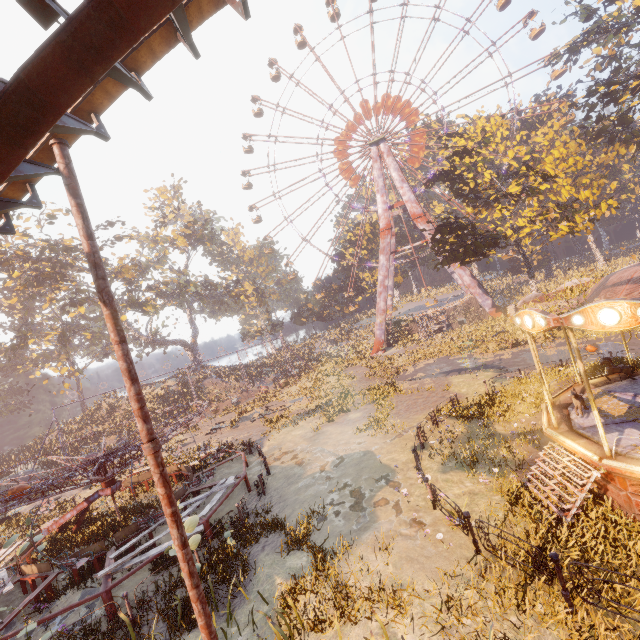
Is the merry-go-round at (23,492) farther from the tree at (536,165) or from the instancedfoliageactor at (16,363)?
the instancedfoliageactor at (16,363)

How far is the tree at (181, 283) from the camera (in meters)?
40.16

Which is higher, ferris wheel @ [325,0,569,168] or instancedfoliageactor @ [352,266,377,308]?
ferris wheel @ [325,0,569,168]

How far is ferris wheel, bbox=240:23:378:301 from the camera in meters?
44.9

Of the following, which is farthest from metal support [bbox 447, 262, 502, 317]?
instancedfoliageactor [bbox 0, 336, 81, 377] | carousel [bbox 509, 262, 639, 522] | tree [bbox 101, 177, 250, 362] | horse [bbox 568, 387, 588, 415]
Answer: instancedfoliageactor [bbox 0, 336, 81, 377]

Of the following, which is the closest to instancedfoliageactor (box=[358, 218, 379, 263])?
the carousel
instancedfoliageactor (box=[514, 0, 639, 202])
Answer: instancedfoliageactor (box=[514, 0, 639, 202])

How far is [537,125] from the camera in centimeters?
5209cm

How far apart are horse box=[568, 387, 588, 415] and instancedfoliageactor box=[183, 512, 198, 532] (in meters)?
11.63
